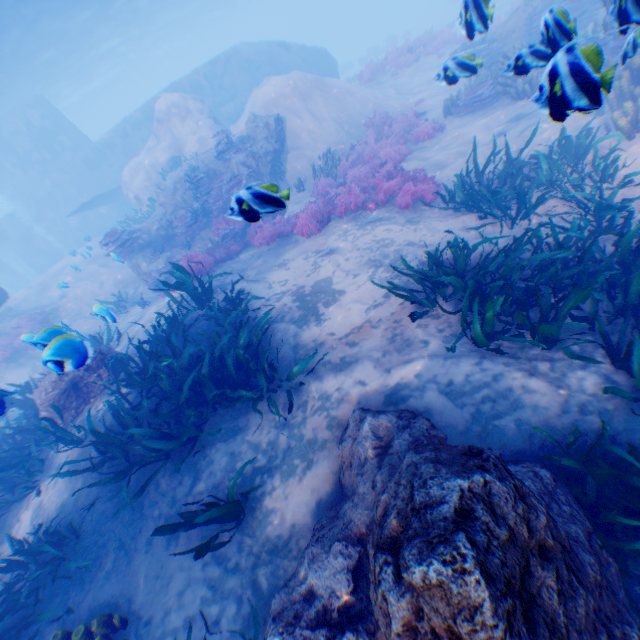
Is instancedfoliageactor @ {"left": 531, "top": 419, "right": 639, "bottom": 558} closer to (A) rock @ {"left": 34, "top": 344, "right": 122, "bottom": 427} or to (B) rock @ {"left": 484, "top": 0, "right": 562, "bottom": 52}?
(A) rock @ {"left": 34, "top": 344, "right": 122, "bottom": 427}

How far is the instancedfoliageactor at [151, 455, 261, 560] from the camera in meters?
3.6 m

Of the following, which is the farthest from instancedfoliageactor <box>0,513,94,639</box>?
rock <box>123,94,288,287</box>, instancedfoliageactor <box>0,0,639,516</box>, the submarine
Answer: the submarine

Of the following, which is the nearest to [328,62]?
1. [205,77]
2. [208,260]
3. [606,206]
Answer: [205,77]

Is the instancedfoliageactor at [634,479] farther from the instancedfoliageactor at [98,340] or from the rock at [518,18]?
the rock at [518,18]

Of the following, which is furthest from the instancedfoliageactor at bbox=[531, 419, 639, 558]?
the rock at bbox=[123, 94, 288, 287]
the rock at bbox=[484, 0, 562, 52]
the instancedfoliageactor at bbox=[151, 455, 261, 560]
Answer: the rock at bbox=[484, 0, 562, 52]

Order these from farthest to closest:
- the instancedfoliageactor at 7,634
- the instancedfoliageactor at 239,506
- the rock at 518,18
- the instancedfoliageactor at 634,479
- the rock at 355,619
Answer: the rock at 518,18, the instancedfoliageactor at 7,634, the instancedfoliageactor at 239,506, the instancedfoliageactor at 634,479, the rock at 355,619

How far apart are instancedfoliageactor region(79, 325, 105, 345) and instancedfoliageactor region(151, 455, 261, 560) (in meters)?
6.82
